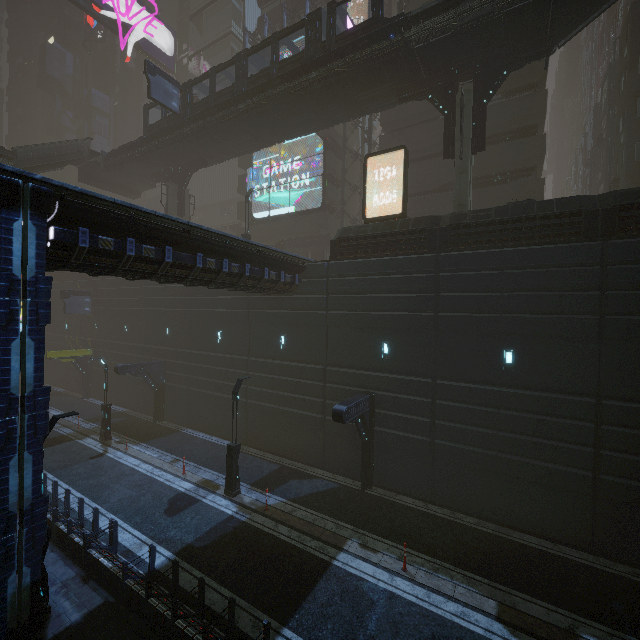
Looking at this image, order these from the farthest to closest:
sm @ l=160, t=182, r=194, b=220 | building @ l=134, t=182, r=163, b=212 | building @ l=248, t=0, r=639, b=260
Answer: building @ l=134, t=182, r=163, b=212 → sm @ l=160, t=182, r=194, b=220 → building @ l=248, t=0, r=639, b=260

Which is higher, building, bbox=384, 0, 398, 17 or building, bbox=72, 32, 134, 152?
building, bbox=72, 32, 134, 152

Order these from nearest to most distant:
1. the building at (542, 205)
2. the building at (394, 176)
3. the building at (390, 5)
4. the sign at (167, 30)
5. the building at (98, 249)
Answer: the building at (98, 249) < the building at (542, 205) < the building at (394, 176) < the building at (390, 5) < the sign at (167, 30)

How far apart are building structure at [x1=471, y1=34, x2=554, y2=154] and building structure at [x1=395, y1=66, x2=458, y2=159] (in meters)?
0.68

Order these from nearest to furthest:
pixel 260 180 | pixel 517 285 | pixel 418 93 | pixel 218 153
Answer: pixel 517 285, pixel 418 93, pixel 218 153, pixel 260 180

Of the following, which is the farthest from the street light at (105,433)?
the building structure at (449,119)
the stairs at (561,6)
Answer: the stairs at (561,6)

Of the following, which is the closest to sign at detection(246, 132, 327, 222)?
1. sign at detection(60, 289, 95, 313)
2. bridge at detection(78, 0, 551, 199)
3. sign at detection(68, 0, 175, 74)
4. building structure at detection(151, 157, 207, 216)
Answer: bridge at detection(78, 0, 551, 199)

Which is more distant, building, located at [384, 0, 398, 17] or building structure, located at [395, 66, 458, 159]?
building, located at [384, 0, 398, 17]
